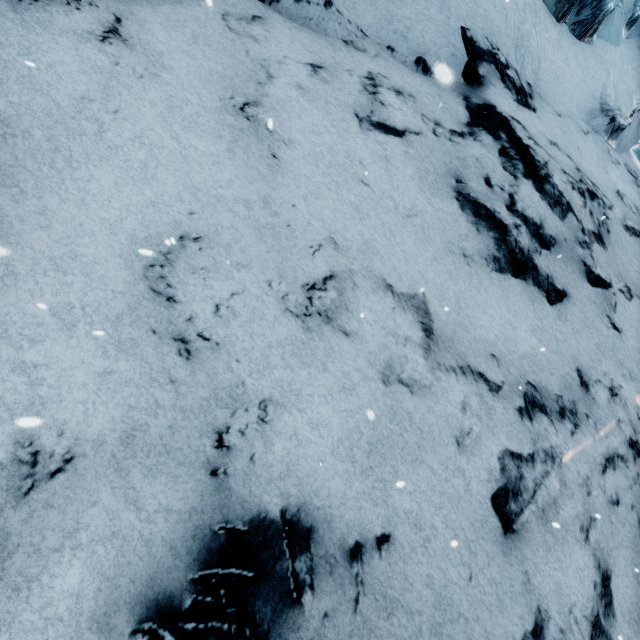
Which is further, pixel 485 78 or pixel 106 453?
pixel 485 78
